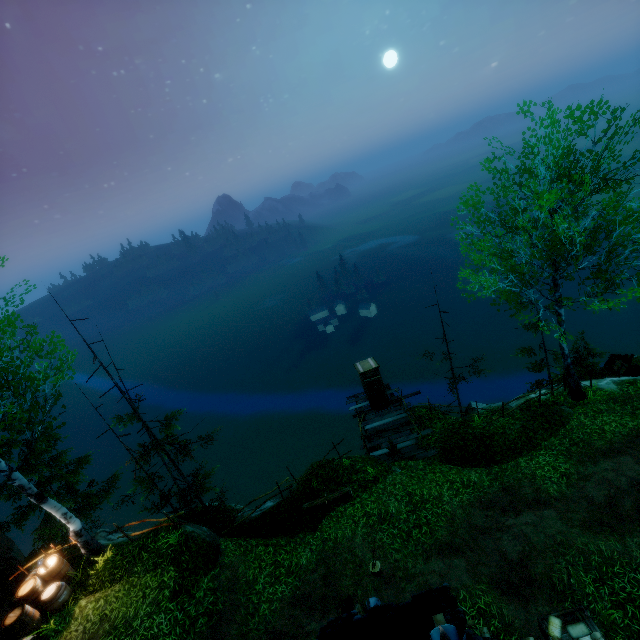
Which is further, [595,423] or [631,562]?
[595,423]

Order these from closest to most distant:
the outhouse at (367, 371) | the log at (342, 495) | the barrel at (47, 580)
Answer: the barrel at (47, 580) < the log at (342, 495) < the outhouse at (367, 371)

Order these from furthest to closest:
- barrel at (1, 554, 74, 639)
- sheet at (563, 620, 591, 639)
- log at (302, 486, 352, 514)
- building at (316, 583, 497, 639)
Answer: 1. log at (302, 486, 352, 514)
2. barrel at (1, 554, 74, 639)
3. sheet at (563, 620, 591, 639)
4. building at (316, 583, 497, 639)

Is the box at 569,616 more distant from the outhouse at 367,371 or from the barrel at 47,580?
the barrel at 47,580

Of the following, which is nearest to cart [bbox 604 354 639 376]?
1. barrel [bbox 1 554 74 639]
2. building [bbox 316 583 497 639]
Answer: building [bbox 316 583 497 639]

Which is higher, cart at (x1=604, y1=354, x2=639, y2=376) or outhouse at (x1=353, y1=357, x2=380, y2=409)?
outhouse at (x1=353, y1=357, x2=380, y2=409)

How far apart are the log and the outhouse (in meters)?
5.66

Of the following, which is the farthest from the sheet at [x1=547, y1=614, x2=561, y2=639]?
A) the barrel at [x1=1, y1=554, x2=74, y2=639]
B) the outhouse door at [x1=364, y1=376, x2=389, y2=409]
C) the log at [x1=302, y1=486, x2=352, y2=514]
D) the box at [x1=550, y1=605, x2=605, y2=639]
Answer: the barrel at [x1=1, y1=554, x2=74, y2=639]
